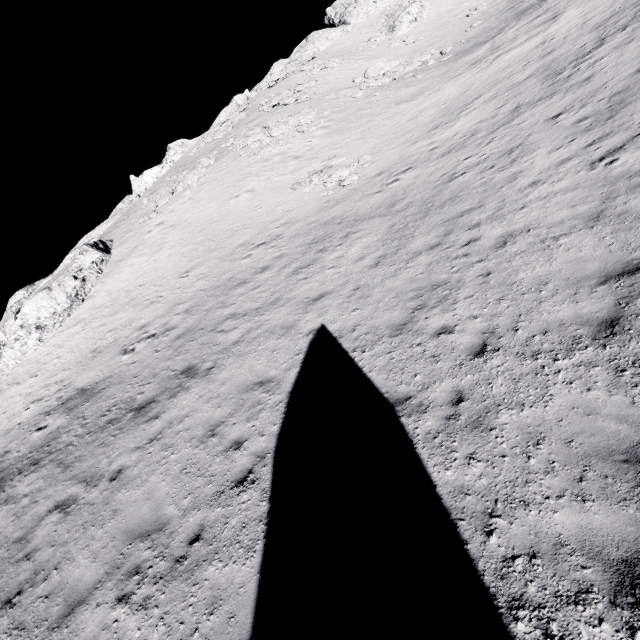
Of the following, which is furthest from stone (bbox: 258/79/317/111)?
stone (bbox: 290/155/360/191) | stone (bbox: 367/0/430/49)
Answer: stone (bbox: 290/155/360/191)

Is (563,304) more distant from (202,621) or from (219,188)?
(219,188)

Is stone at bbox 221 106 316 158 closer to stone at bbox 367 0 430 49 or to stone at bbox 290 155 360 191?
stone at bbox 290 155 360 191

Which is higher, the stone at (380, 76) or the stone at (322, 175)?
the stone at (380, 76)

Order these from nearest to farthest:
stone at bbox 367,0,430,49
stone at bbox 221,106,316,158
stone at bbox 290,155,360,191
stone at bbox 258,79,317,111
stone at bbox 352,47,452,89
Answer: stone at bbox 290,155,360,191 < stone at bbox 221,106,316,158 < stone at bbox 352,47,452,89 < stone at bbox 258,79,317,111 < stone at bbox 367,0,430,49

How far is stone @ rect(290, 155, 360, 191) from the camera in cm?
1927

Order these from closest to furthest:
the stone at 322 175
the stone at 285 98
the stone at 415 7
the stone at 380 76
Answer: the stone at 322 175 → the stone at 380 76 → the stone at 285 98 → the stone at 415 7

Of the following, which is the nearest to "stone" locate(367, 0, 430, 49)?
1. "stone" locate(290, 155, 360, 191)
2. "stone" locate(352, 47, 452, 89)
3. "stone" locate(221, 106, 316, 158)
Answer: "stone" locate(352, 47, 452, 89)
